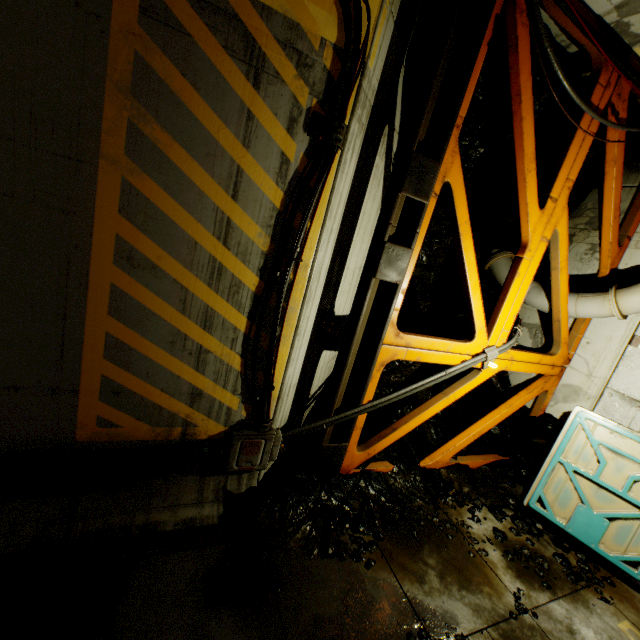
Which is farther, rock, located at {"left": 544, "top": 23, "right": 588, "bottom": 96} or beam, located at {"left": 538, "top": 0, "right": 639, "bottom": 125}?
rock, located at {"left": 544, "top": 23, "right": 588, "bottom": 96}

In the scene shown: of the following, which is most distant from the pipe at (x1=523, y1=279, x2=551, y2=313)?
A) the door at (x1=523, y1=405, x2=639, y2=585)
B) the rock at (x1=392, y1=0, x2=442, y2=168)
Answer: the door at (x1=523, y1=405, x2=639, y2=585)

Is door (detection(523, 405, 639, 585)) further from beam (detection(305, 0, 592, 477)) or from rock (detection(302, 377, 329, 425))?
beam (detection(305, 0, 592, 477))

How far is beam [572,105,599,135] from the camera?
4.5m

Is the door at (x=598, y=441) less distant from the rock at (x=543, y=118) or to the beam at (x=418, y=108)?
the rock at (x=543, y=118)

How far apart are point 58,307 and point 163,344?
0.9 meters

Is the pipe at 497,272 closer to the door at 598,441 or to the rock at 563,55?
the rock at 563,55

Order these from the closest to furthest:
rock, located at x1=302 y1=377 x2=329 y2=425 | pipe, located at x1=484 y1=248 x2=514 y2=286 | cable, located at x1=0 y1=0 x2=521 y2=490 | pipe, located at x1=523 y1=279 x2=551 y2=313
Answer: cable, located at x1=0 y1=0 x2=521 y2=490
rock, located at x1=302 y1=377 x2=329 y2=425
pipe, located at x1=523 y1=279 x2=551 y2=313
pipe, located at x1=484 y1=248 x2=514 y2=286
